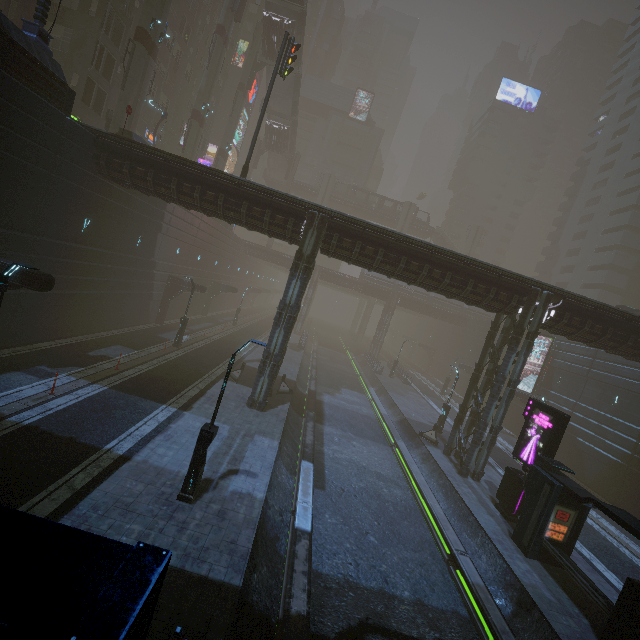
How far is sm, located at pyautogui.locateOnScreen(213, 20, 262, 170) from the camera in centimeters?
4256cm

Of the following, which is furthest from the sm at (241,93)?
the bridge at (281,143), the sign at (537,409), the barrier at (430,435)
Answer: the sign at (537,409)

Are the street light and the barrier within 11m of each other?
no

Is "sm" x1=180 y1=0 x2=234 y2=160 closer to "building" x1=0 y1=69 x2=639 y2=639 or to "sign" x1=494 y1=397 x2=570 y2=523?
"building" x1=0 y1=69 x2=639 y2=639

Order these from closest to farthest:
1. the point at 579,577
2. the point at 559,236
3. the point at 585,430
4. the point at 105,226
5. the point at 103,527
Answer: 1. the point at 103,527
2. the point at 579,577
3. the point at 105,226
4. the point at 585,430
5. the point at 559,236

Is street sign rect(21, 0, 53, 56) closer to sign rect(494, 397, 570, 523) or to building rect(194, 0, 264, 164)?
building rect(194, 0, 264, 164)

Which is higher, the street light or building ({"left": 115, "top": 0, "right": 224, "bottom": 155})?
building ({"left": 115, "top": 0, "right": 224, "bottom": 155})

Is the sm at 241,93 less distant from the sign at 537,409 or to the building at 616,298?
the building at 616,298
